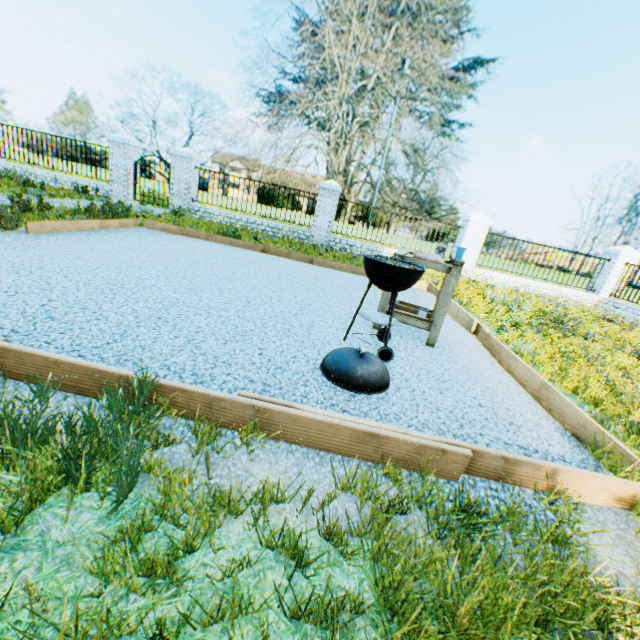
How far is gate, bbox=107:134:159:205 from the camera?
11.90m

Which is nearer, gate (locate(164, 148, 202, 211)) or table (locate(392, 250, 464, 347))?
table (locate(392, 250, 464, 347))

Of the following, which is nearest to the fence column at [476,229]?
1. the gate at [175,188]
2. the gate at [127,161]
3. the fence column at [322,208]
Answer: the fence column at [322,208]

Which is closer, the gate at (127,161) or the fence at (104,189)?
the gate at (127,161)

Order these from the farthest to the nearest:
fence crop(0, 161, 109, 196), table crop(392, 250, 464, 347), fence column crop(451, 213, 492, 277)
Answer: fence crop(0, 161, 109, 196)
fence column crop(451, 213, 492, 277)
table crop(392, 250, 464, 347)

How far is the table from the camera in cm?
368

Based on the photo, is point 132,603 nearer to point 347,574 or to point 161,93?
point 347,574

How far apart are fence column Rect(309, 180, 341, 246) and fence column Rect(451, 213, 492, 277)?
4.76m
